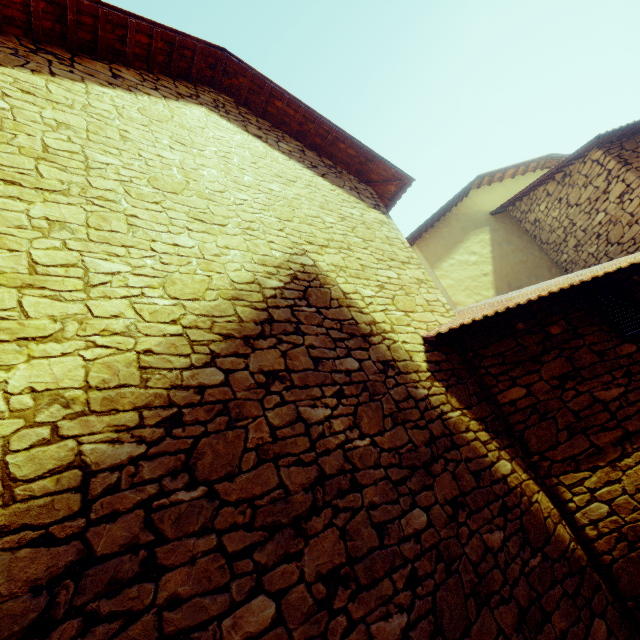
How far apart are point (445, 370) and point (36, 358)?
3.5m
